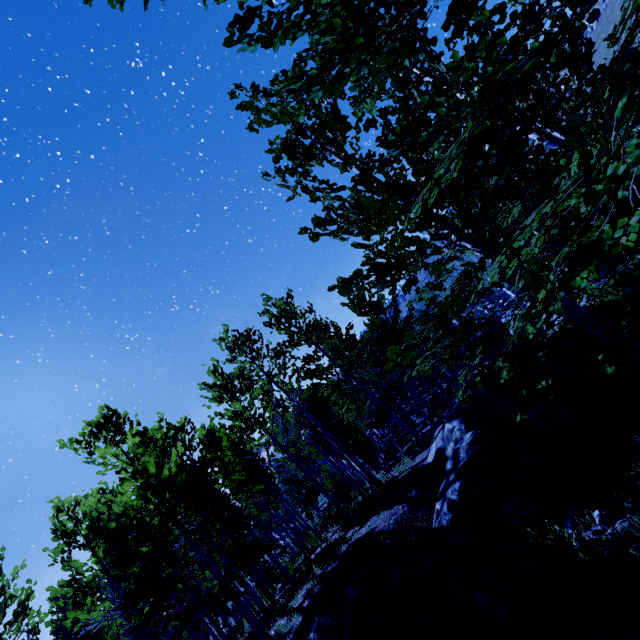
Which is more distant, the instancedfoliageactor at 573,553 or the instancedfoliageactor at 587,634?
the instancedfoliageactor at 573,553

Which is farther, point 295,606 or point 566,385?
point 566,385

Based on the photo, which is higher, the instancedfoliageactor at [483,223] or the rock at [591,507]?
the instancedfoliageactor at [483,223]

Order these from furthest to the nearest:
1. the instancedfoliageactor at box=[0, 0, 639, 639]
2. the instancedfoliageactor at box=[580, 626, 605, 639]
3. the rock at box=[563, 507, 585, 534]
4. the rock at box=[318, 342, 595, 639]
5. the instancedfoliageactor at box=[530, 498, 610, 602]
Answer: the rock at box=[563, 507, 585, 534]
the rock at box=[318, 342, 595, 639]
the instancedfoliageactor at box=[530, 498, 610, 602]
the instancedfoliageactor at box=[580, 626, 605, 639]
the instancedfoliageactor at box=[0, 0, 639, 639]

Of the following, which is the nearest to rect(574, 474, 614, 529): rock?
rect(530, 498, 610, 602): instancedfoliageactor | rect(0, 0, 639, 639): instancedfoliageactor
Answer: → rect(530, 498, 610, 602): instancedfoliageactor

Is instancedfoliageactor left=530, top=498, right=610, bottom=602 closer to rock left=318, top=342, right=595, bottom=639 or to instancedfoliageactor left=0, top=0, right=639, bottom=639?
rock left=318, top=342, right=595, bottom=639
